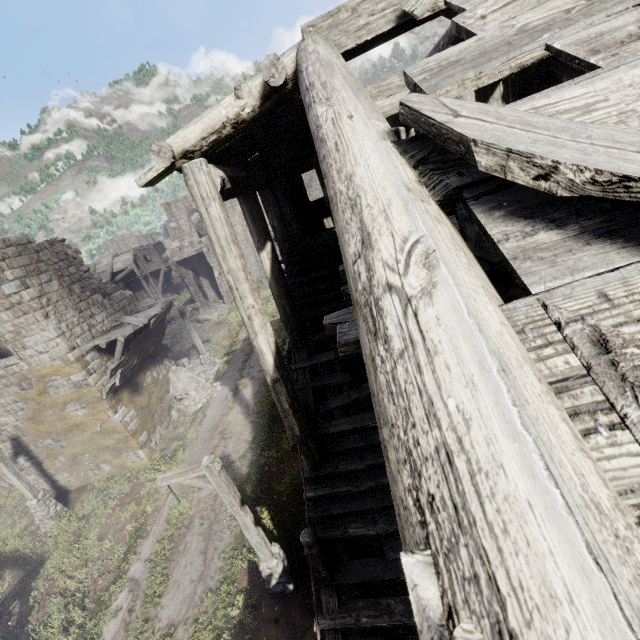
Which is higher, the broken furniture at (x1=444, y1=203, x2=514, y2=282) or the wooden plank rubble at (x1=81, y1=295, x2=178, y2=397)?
the broken furniture at (x1=444, y1=203, x2=514, y2=282)

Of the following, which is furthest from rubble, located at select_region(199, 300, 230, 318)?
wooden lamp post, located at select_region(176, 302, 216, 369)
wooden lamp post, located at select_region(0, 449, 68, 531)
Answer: wooden lamp post, located at select_region(0, 449, 68, 531)

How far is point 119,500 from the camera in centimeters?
1418cm

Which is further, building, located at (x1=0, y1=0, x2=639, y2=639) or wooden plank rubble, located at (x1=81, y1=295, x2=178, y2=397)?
wooden plank rubble, located at (x1=81, y1=295, x2=178, y2=397)

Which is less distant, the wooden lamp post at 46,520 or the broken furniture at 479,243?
the broken furniture at 479,243

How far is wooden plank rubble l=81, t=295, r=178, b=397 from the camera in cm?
1392

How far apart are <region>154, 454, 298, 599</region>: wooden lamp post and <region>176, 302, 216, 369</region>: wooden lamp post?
13.1 meters

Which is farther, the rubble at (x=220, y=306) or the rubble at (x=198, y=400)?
the rubble at (x=220, y=306)
